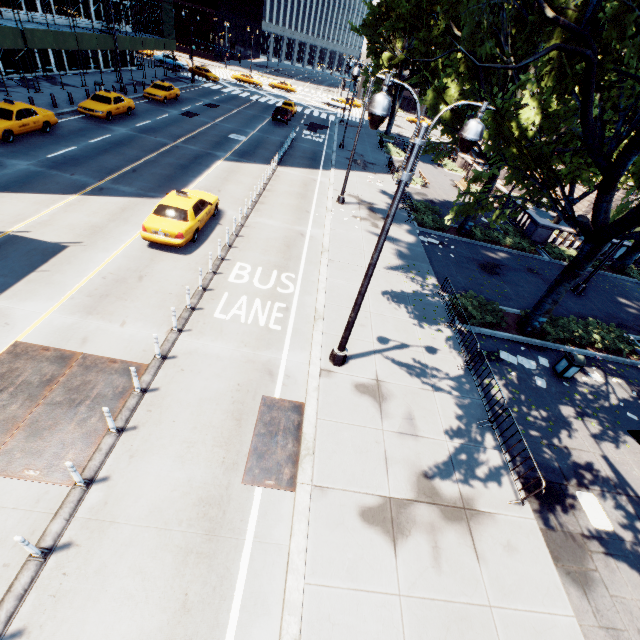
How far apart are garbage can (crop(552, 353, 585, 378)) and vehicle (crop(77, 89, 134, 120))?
32.37m

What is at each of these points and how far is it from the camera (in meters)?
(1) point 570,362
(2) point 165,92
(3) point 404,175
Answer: (1) garbage can, 12.16
(2) vehicle, 32.44
(3) light, 6.69

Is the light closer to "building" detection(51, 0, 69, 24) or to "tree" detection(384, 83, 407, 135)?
"tree" detection(384, 83, 407, 135)

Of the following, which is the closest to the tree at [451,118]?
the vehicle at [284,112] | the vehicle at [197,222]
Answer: the vehicle at [284,112]

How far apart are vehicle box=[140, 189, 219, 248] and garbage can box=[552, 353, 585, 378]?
15.7 meters

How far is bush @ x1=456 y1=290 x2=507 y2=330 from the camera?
13.95m

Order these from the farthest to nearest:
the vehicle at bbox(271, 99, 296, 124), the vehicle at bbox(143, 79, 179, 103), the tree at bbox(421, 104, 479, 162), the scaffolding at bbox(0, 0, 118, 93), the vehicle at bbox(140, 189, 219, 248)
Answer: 1. the vehicle at bbox(271, 99, 296, 124)
2. the vehicle at bbox(143, 79, 179, 103)
3. the scaffolding at bbox(0, 0, 118, 93)
4. the tree at bbox(421, 104, 479, 162)
5. the vehicle at bbox(140, 189, 219, 248)

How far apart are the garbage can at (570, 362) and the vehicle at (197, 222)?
15.7m
